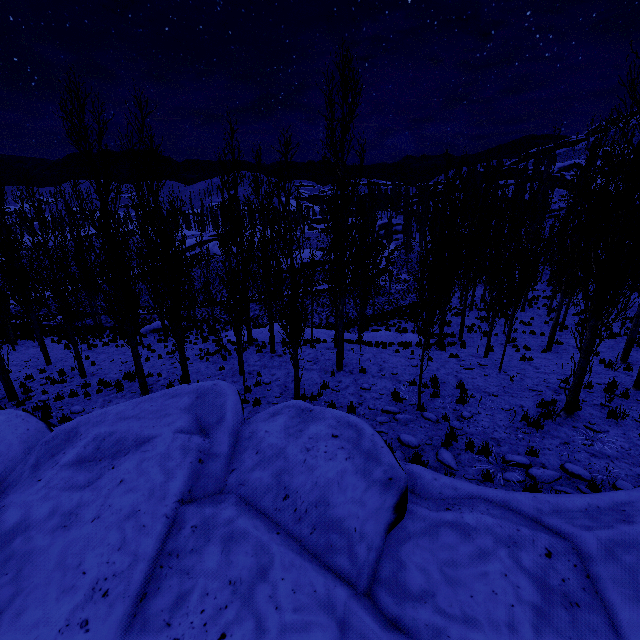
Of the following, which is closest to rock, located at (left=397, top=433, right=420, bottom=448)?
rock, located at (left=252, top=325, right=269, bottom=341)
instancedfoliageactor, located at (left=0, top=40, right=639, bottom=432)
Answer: instancedfoliageactor, located at (left=0, top=40, right=639, bottom=432)

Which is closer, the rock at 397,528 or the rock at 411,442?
the rock at 397,528

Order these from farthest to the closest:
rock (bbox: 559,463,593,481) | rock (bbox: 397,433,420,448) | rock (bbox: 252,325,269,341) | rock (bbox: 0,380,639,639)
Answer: rock (bbox: 252,325,269,341) < rock (bbox: 397,433,420,448) < rock (bbox: 559,463,593,481) < rock (bbox: 0,380,639,639)

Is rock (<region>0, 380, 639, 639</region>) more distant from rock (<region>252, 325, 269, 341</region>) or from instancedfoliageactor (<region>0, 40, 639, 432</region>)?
rock (<region>252, 325, 269, 341</region>)

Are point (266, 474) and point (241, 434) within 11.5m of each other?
yes

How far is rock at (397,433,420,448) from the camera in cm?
818

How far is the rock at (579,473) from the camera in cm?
679

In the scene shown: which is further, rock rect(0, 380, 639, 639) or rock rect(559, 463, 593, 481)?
rock rect(559, 463, 593, 481)
